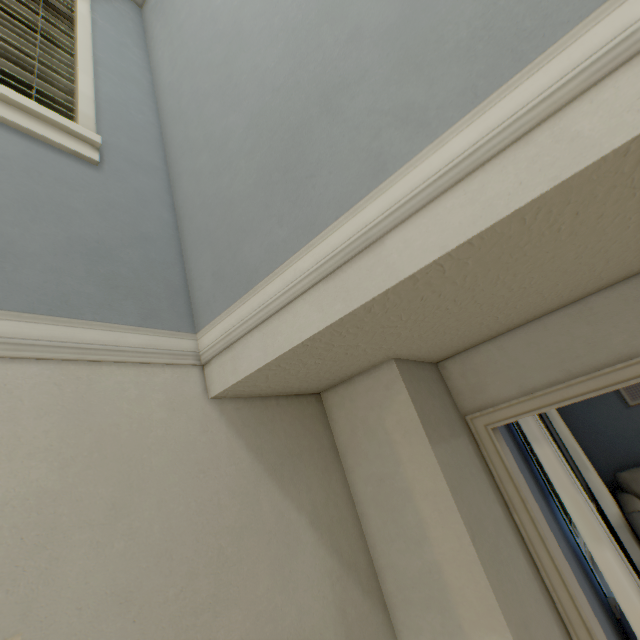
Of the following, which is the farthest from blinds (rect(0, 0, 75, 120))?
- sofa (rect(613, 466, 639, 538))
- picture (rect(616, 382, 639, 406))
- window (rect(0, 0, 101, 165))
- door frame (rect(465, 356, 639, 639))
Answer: picture (rect(616, 382, 639, 406))

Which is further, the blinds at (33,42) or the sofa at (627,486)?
the sofa at (627,486)

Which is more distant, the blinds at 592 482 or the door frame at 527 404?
the blinds at 592 482

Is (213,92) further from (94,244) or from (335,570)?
(335,570)

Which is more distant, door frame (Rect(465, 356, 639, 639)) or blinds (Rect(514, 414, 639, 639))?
blinds (Rect(514, 414, 639, 639))

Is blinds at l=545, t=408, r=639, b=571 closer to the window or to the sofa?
the sofa

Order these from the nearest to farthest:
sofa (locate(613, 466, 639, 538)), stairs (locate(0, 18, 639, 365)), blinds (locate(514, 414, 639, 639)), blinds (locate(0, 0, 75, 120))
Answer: stairs (locate(0, 18, 639, 365)) → blinds (locate(0, 0, 75, 120)) → blinds (locate(514, 414, 639, 639)) → sofa (locate(613, 466, 639, 538))

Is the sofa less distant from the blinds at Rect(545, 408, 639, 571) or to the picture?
the blinds at Rect(545, 408, 639, 571)
